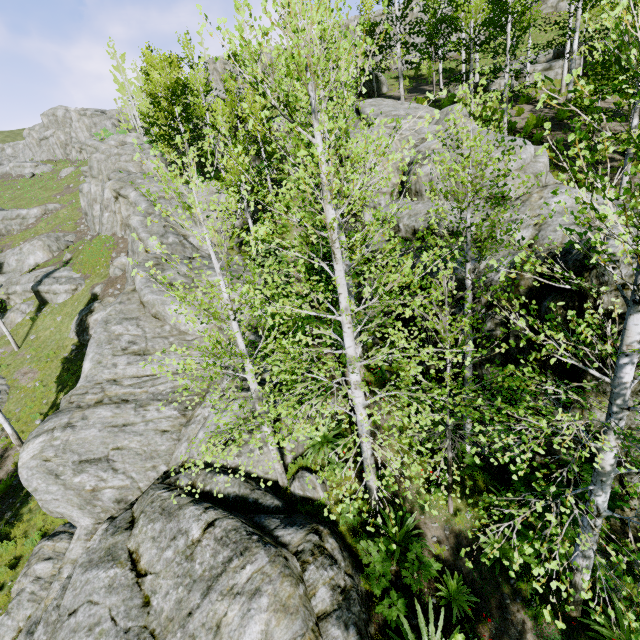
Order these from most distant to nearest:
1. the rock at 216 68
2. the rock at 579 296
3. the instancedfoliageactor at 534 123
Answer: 1. the rock at 216 68
2. the rock at 579 296
3. the instancedfoliageactor at 534 123

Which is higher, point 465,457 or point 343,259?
point 343,259

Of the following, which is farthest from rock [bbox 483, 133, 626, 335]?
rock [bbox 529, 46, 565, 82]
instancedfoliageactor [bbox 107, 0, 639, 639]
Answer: rock [bbox 529, 46, 565, 82]

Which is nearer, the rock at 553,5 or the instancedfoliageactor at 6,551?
the instancedfoliageactor at 6,551

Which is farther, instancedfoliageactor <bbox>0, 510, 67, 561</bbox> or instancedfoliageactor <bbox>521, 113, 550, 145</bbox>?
instancedfoliageactor <bbox>0, 510, 67, 561</bbox>

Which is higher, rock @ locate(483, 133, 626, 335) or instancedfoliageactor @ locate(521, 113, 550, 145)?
instancedfoliageactor @ locate(521, 113, 550, 145)

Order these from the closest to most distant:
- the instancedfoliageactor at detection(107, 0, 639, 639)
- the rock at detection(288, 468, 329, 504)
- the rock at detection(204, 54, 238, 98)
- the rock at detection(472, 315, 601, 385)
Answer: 1. the instancedfoliageactor at detection(107, 0, 639, 639)
2. the rock at detection(472, 315, 601, 385)
3. the rock at detection(288, 468, 329, 504)
4. the rock at detection(204, 54, 238, 98)
